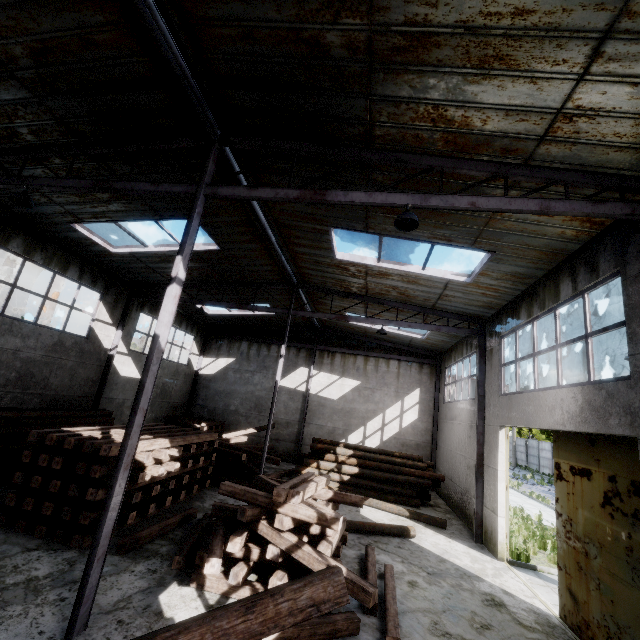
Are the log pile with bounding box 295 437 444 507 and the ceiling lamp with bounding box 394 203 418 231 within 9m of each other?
no

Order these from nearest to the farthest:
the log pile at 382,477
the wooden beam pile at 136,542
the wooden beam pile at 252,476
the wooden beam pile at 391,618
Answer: the wooden beam pile at 252,476
the wooden beam pile at 391,618
the wooden beam pile at 136,542
the log pile at 382,477

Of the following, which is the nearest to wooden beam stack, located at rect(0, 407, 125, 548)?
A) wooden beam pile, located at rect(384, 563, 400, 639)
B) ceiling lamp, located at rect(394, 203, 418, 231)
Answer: wooden beam pile, located at rect(384, 563, 400, 639)

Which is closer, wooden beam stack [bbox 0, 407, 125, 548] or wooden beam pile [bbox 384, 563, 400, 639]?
wooden beam pile [bbox 384, 563, 400, 639]

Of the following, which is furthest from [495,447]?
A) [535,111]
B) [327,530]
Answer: [535,111]

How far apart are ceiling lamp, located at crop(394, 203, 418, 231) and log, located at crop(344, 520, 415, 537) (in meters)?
8.72

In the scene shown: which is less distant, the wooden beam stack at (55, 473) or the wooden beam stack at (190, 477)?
the wooden beam stack at (55, 473)

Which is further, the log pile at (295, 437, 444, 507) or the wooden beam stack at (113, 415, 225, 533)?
the log pile at (295, 437, 444, 507)
